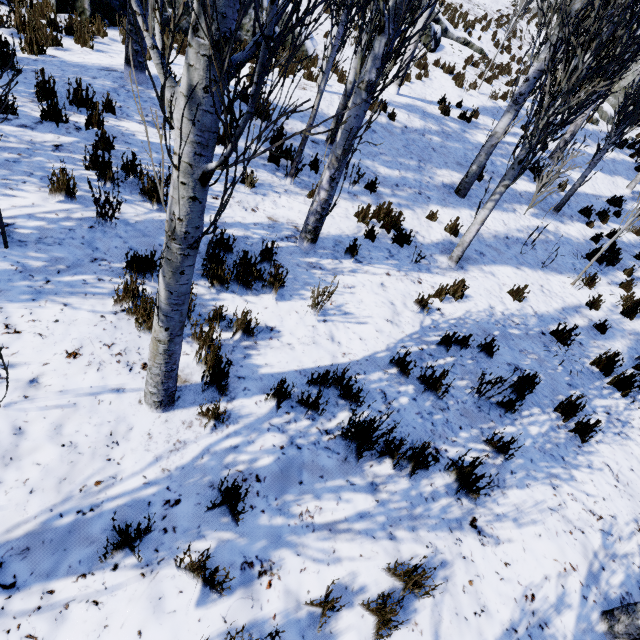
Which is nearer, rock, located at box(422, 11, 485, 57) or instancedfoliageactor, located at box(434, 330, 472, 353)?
instancedfoliageactor, located at box(434, 330, 472, 353)

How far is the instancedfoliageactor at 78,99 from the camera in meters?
3.7

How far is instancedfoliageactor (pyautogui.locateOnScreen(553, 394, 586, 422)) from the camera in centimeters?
418cm

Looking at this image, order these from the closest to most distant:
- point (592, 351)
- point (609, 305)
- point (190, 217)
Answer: point (190, 217) < point (592, 351) < point (609, 305)

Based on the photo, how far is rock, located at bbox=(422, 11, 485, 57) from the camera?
14.4 meters

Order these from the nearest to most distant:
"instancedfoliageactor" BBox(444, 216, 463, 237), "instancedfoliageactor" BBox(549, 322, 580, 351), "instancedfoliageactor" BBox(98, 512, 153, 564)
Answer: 1. "instancedfoliageactor" BBox(98, 512, 153, 564)
2. "instancedfoliageactor" BBox(549, 322, 580, 351)
3. "instancedfoliageactor" BBox(444, 216, 463, 237)
